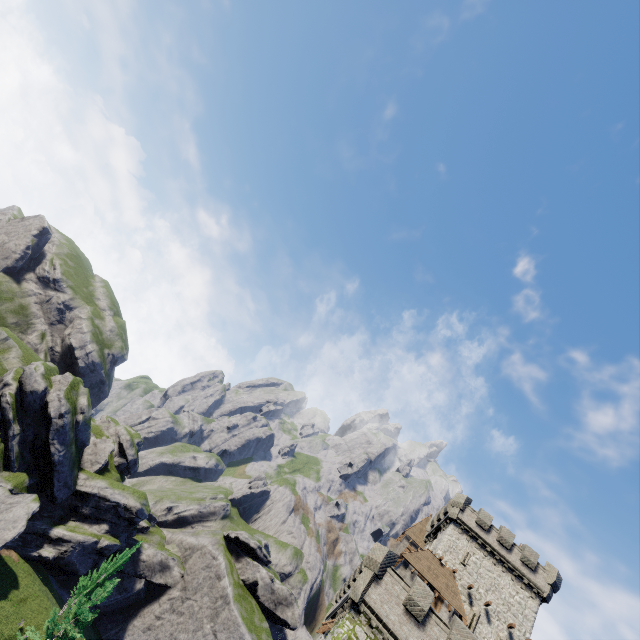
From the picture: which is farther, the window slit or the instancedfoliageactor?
the window slit

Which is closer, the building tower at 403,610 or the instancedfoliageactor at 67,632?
the building tower at 403,610

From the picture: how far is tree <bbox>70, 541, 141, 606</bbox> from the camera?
38.31m

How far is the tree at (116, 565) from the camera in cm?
3831

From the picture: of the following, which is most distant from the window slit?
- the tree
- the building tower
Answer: the tree

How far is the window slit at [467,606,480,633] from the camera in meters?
30.3

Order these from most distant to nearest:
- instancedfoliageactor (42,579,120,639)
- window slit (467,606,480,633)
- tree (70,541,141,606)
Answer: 1. tree (70,541,141,606)
2. window slit (467,606,480,633)
3. instancedfoliageactor (42,579,120,639)

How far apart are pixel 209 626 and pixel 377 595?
41.30m
